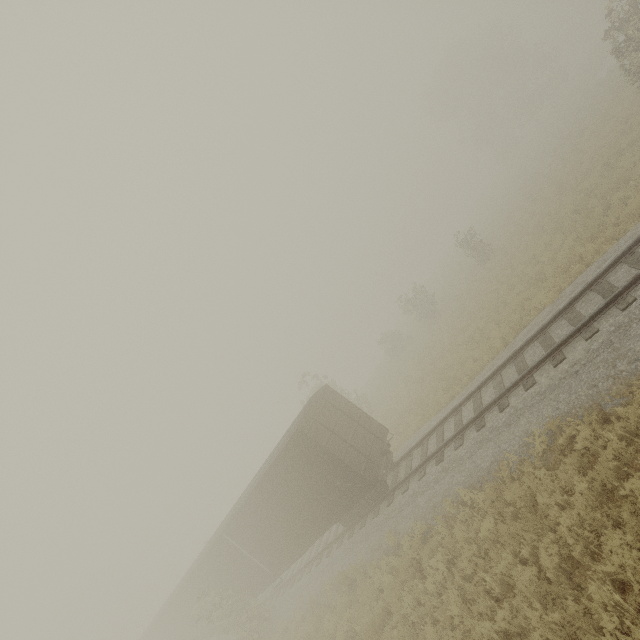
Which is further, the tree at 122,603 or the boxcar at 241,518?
the tree at 122,603

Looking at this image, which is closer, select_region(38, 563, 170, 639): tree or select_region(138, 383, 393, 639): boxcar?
select_region(138, 383, 393, 639): boxcar

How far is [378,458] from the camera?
13.39m

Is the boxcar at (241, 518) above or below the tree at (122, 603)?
below

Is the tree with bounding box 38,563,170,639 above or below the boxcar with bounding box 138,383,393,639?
above
